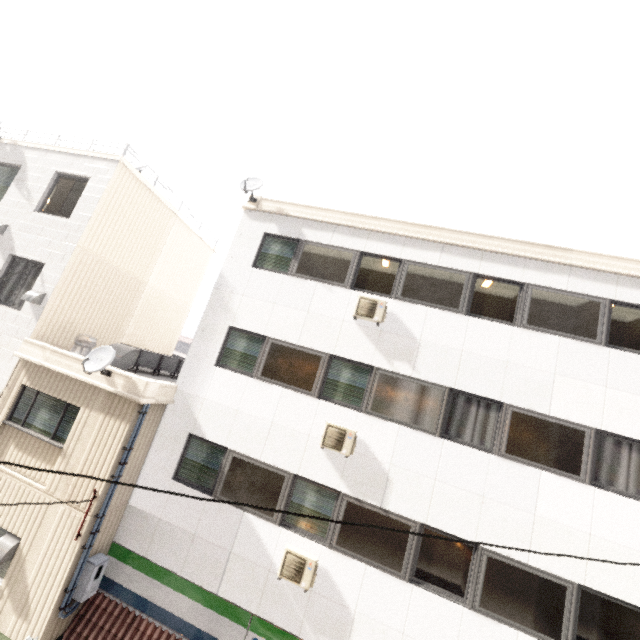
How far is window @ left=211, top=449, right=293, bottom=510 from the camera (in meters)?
7.60

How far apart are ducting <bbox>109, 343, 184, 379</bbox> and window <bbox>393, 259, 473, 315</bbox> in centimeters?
738cm

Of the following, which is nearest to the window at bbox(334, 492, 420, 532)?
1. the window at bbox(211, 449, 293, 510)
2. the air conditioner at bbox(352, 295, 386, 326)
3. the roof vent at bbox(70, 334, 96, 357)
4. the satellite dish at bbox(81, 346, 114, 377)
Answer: the window at bbox(211, 449, 293, 510)

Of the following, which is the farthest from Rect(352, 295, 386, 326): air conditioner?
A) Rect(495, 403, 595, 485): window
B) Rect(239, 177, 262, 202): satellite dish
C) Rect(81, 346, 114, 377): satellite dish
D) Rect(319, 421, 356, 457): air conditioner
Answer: Rect(81, 346, 114, 377): satellite dish

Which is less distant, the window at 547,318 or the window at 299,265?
the window at 547,318

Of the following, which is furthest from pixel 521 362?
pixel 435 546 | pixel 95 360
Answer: pixel 95 360

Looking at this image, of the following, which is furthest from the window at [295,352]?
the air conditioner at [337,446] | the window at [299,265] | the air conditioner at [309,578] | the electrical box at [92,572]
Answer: the electrical box at [92,572]

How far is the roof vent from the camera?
9.3m
